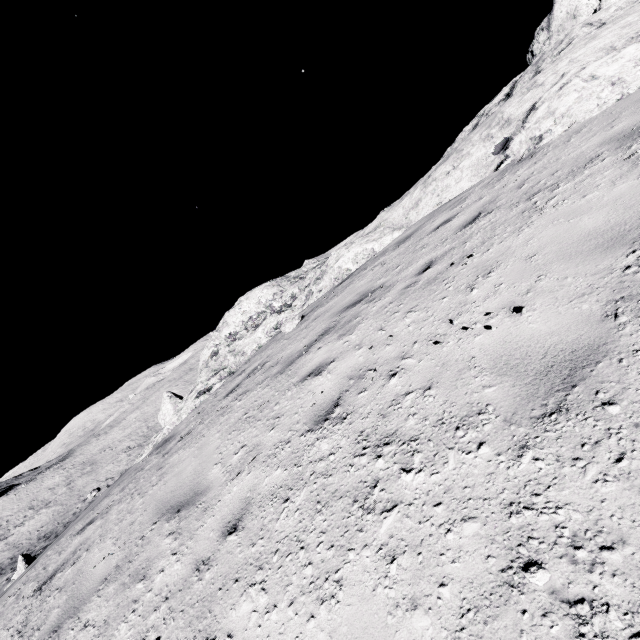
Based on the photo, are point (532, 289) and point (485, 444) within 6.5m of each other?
yes
